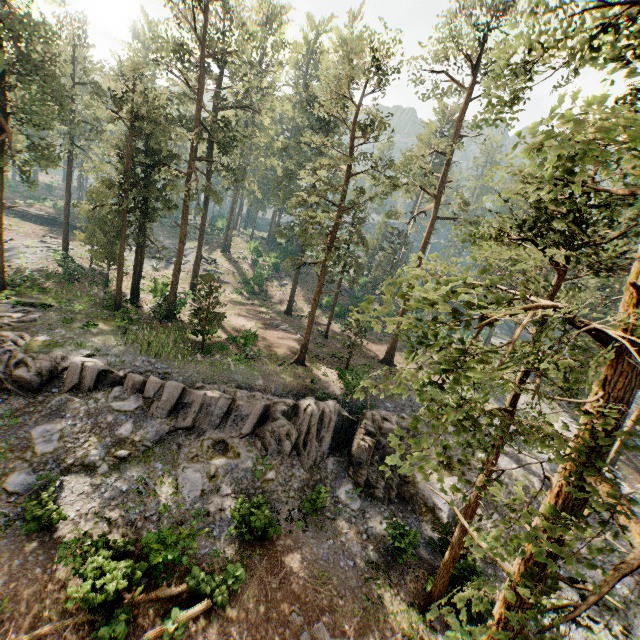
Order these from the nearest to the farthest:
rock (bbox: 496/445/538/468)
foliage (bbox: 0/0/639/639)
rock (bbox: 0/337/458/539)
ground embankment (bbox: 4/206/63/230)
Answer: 1. foliage (bbox: 0/0/639/639)
2. rock (bbox: 0/337/458/539)
3. rock (bbox: 496/445/538/468)
4. ground embankment (bbox: 4/206/63/230)

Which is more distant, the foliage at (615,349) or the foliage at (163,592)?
the foliage at (163,592)

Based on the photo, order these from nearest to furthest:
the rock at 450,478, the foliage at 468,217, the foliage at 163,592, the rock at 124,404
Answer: the foliage at 163,592
the rock at 124,404
the rock at 450,478
the foliage at 468,217

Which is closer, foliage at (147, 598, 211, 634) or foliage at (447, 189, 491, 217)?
foliage at (147, 598, 211, 634)

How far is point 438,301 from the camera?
4.4 meters

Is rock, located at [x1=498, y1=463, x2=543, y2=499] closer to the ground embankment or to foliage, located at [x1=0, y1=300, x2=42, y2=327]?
foliage, located at [x1=0, y1=300, x2=42, y2=327]

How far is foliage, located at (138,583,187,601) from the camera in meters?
12.3

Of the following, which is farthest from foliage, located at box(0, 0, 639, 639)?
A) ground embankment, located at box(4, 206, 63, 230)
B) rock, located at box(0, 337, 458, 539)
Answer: ground embankment, located at box(4, 206, 63, 230)
